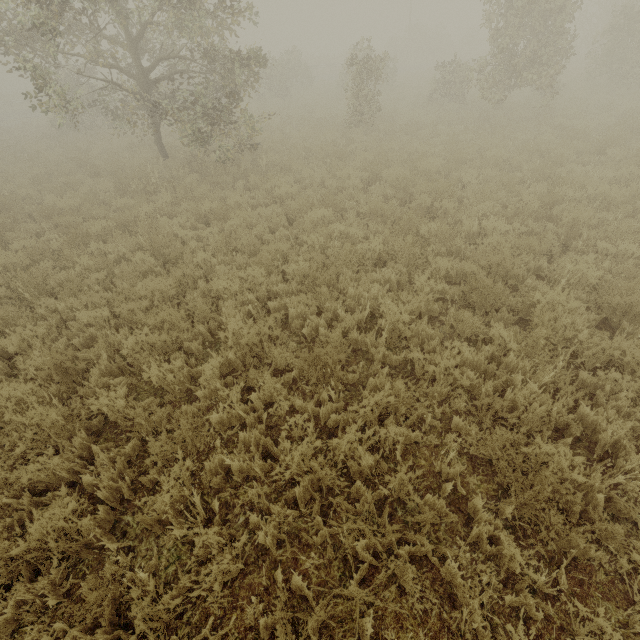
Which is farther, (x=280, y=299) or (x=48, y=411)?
(x=280, y=299)
